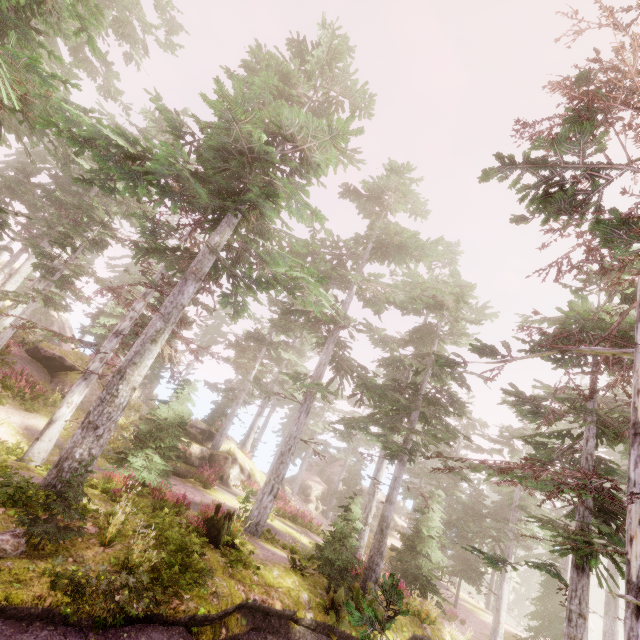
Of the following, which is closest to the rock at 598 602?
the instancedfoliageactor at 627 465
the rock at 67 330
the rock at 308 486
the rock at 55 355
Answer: the instancedfoliageactor at 627 465

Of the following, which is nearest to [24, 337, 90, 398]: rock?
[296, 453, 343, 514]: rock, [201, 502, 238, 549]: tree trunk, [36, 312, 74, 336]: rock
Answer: [201, 502, 238, 549]: tree trunk

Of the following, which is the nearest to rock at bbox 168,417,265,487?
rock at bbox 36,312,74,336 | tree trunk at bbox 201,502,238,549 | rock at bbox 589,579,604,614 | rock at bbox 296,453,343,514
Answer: tree trunk at bbox 201,502,238,549

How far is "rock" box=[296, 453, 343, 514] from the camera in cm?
3862

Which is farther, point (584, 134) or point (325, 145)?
point (325, 145)

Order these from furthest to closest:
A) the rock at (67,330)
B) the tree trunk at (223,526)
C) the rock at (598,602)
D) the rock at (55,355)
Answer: the rock at (598,602), the rock at (67,330), the rock at (55,355), the tree trunk at (223,526)

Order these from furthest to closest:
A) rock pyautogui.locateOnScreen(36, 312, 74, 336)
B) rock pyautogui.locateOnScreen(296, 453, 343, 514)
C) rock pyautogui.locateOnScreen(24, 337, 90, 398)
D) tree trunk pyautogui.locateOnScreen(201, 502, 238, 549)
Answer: rock pyautogui.locateOnScreen(296, 453, 343, 514) < rock pyautogui.locateOnScreen(36, 312, 74, 336) < rock pyautogui.locateOnScreen(24, 337, 90, 398) < tree trunk pyautogui.locateOnScreen(201, 502, 238, 549)

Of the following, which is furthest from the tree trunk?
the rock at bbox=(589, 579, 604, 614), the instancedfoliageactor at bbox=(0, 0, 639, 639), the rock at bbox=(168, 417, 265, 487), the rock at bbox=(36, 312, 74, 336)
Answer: the rock at bbox=(589, 579, 604, 614)
